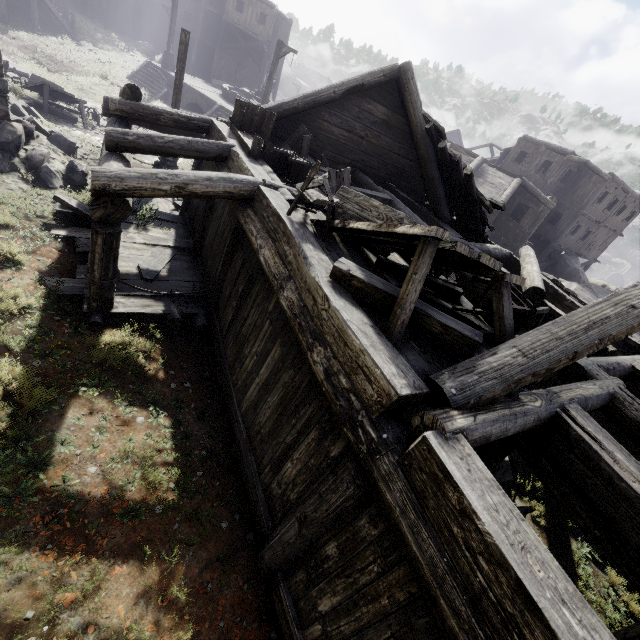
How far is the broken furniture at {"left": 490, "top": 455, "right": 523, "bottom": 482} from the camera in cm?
740

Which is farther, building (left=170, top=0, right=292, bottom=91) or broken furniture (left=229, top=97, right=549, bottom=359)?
building (left=170, top=0, right=292, bottom=91)

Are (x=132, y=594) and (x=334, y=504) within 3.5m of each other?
yes

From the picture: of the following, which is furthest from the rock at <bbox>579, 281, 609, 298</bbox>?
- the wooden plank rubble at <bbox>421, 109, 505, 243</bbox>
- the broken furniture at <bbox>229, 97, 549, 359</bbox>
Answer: the broken furniture at <bbox>229, 97, 549, 359</bbox>

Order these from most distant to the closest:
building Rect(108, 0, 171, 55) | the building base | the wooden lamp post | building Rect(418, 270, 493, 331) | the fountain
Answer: building Rect(108, 0, 171, 55), the fountain, the building base, the wooden lamp post, building Rect(418, 270, 493, 331)

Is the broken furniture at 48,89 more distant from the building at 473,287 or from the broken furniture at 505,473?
the broken furniture at 505,473

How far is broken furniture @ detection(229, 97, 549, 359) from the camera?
3.4m

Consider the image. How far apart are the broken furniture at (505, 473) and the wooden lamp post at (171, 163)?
13.4m
